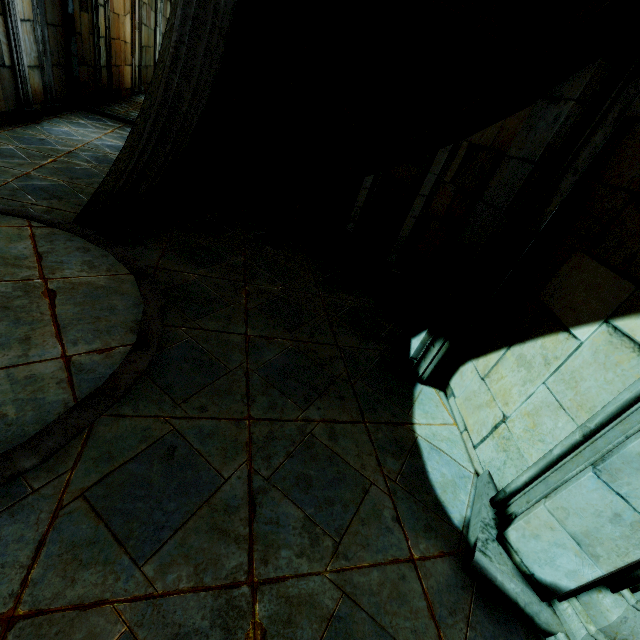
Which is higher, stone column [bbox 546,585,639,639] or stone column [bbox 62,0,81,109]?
stone column [bbox 62,0,81,109]

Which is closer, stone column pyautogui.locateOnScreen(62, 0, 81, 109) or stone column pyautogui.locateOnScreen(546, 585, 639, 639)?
stone column pyautogui.locateOnScreen(546, 585, 639, 639)

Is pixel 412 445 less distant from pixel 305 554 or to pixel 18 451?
pixel 305 554

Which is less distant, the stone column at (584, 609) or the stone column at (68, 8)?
the stone column at (584, 609)

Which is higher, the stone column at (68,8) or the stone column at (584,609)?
the stone column at (68,8)
